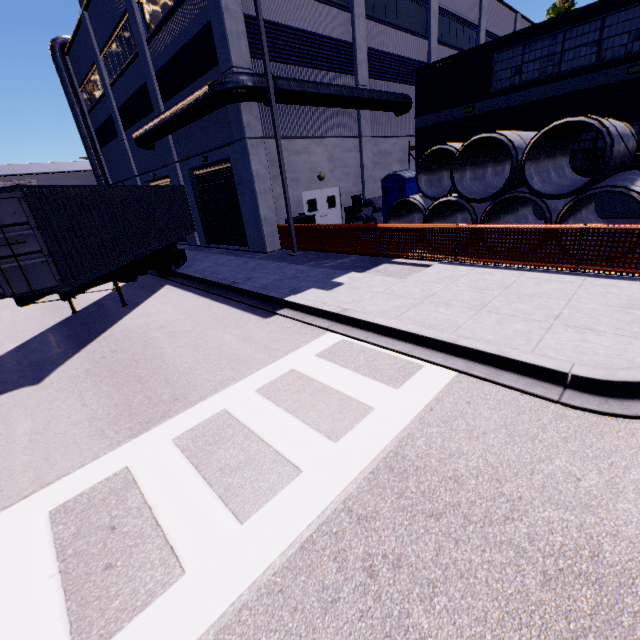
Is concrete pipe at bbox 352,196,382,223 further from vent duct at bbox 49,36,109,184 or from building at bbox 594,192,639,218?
vent duct at bbox 49,36,109,184

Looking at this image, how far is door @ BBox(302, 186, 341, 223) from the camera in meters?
17.5

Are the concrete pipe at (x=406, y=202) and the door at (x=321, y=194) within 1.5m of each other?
no

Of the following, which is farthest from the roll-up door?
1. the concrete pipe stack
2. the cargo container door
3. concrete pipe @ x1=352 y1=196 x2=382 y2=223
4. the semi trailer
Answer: concrete pipe @ x1=352 y1=196 x2=382 y2=223

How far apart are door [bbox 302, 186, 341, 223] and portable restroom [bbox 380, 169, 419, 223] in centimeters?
303cm

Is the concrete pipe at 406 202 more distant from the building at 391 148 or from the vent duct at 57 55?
the vent duct at 57 55

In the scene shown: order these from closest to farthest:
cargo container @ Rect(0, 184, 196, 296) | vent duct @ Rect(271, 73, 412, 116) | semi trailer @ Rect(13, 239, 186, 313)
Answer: cargo container @ Rect(0, 184, 196, 296)
semi trailer @ Rect(13, 239, 186, 313)
vent duct @ Rect(271, 73, 412, 116)

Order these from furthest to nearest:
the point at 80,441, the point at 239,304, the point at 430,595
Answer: the point at 239,304, the point at 80,441, the point at 430,595
